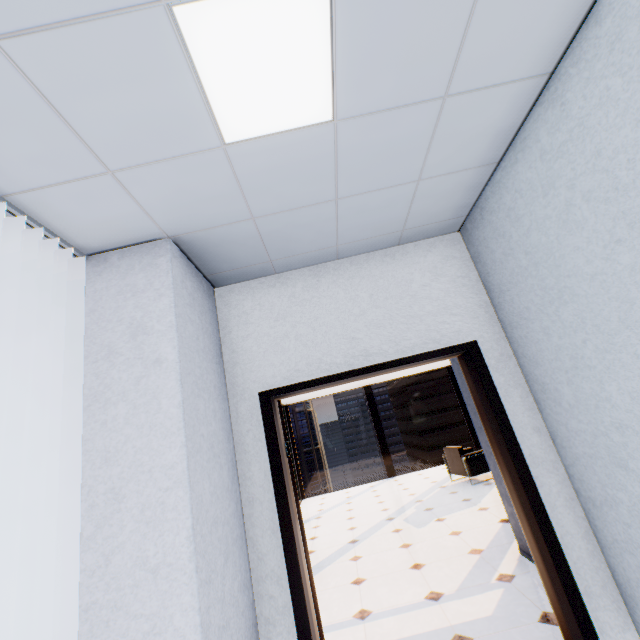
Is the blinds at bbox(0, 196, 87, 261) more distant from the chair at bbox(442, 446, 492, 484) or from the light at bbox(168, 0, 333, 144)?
the chair at bbox(442, 446, 492, 484)

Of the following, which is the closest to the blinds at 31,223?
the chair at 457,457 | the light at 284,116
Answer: the light at 284,116

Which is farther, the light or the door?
the door

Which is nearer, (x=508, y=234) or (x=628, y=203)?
(x=628, y=203)

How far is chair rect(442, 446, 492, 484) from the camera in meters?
7.1 m

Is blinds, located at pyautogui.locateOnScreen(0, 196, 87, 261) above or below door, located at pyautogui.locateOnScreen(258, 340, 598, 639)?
above

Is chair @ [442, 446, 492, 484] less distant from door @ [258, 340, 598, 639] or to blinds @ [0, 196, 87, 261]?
door @ [258, 340, 598, 639]

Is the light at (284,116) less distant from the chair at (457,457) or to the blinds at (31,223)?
the blinds at (31,223)
